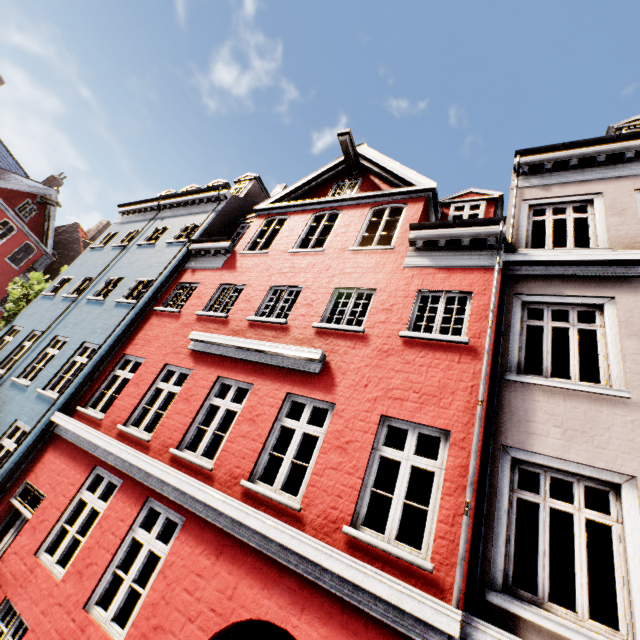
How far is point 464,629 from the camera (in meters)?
3.63
